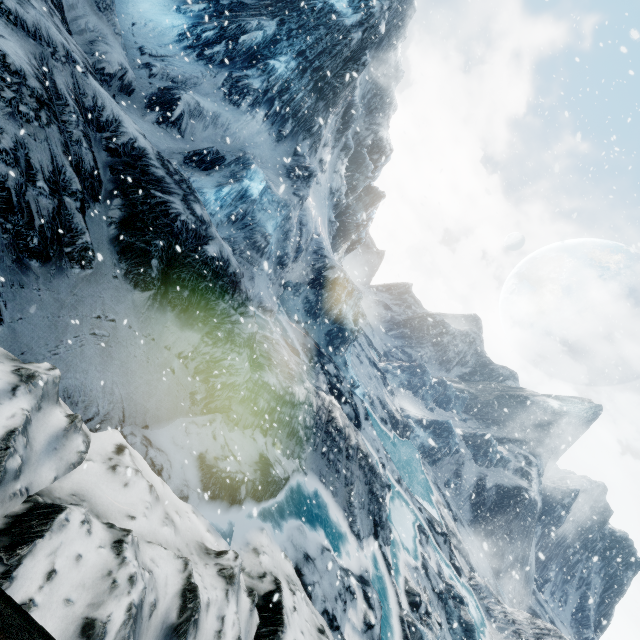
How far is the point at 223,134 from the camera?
20.9 meters
